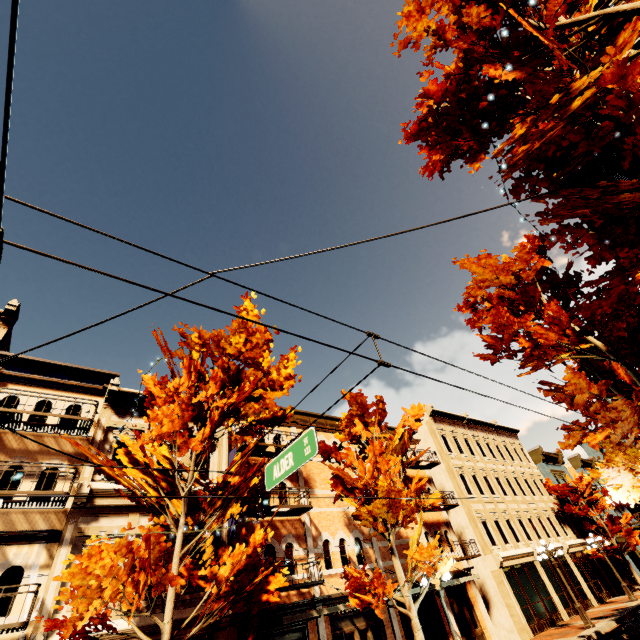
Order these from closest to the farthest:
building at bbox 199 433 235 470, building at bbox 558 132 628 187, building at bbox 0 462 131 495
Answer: building at bbox 558 132 628 187, building at bbox 0 462 131 495, building at bbox 199 433 235 470

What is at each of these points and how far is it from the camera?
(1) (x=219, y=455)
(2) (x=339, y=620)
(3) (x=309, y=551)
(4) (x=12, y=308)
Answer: (1) building, 14.54m
(2) building, 13.39m
(3) building, 14.20m
(4) building, 13.05m

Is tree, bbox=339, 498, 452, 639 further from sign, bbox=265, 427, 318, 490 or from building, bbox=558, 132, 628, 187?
sign, bbox=265, 427, 318, 490

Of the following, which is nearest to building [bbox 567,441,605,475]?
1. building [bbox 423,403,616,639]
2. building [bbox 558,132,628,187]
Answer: building [bbox 423,403,616,639]

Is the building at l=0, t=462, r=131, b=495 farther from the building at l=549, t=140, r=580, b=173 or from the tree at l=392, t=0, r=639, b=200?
the building at l=549, t=140, r=580, b=173

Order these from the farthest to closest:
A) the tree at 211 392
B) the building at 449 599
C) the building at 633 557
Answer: the building at 633 557, the building at 449 599, the tree at 211 392

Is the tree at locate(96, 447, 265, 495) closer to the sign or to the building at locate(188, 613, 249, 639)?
the building at locate(188, 613, 249, 639)

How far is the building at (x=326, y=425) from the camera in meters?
19.2 m
